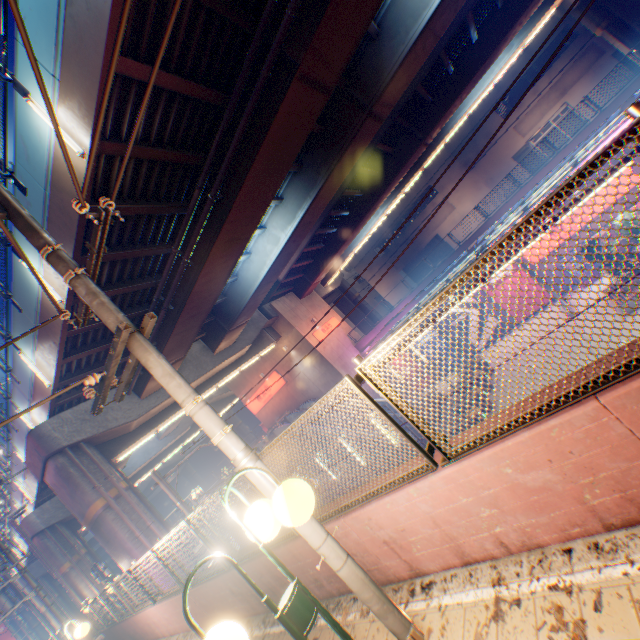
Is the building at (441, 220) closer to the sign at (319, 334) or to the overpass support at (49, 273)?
the overpass support at (49, 273)

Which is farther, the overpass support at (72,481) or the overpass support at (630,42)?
the overpass support at (630,42)

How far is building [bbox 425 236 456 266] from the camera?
42.6m

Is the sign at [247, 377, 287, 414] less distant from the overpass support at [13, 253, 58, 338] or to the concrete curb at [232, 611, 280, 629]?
the overpass support at [13, 253, 58, 338]

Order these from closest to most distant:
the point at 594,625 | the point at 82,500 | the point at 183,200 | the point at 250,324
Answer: the point at 594,625
the point at 183,200
the point at 82,500
the point at 250,324

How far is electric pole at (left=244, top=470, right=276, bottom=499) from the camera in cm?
315

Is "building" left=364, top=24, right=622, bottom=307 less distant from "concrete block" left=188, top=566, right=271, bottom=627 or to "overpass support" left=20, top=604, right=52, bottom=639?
"overpass support" left=20, top=604, right=52, bottom=639

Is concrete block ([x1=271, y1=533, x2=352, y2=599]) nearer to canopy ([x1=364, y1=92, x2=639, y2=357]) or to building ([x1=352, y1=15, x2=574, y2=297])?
canopy ([x1=364, y1=92, x2=639, y2=357])
